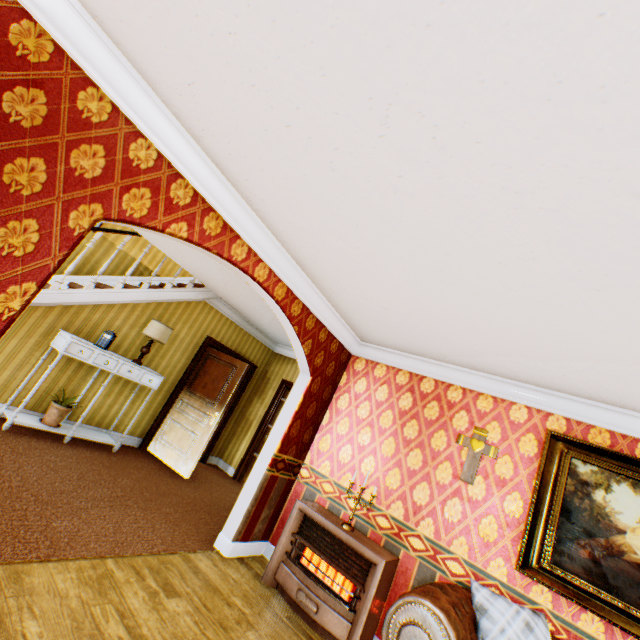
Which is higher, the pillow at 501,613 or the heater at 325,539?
the pillow at 501,613

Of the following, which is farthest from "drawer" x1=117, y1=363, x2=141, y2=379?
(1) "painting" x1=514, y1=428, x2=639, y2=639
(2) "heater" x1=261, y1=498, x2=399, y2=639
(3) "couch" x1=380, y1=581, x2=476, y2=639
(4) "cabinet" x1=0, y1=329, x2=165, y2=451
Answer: (1) "painting" x1=514, y1=428, x2=639, y2=639

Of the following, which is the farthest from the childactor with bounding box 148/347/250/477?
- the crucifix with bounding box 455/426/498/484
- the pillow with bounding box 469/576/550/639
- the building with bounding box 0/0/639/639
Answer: the pillow with bounding box 469/576/550/639

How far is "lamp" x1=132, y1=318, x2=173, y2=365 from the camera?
5.4m

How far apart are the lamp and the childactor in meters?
1.1

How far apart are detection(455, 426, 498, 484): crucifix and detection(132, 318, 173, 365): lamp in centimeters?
477cm

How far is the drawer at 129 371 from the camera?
5.0m

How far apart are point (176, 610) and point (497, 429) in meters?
3.6 m
